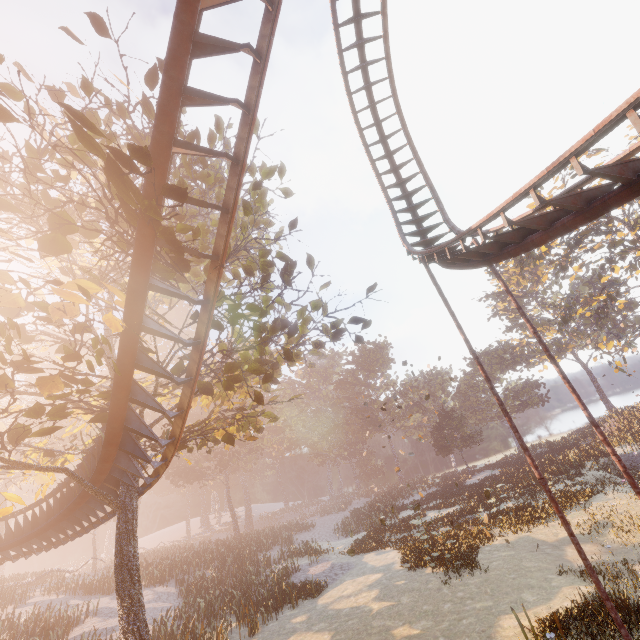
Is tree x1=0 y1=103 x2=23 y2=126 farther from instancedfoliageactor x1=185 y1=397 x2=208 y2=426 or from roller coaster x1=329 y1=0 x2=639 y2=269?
instancedfoliageactor x1=185 y1=397 x2=208 y2=426

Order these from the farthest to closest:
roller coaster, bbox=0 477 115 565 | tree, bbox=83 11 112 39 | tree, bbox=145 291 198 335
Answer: roller coaster, bbox=0 477 115 565 → tree, bbox=83 11 112 39 → tree, bbox=145 291 198 335

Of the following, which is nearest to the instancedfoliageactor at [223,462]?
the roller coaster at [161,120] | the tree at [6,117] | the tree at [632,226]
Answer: the roller coaster at [161,120]

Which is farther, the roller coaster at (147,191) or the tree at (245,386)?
the tree at (245,386)

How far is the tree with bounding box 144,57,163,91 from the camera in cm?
945

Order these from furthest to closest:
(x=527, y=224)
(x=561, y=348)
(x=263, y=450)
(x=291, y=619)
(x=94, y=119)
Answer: (x=561, y=348) → (x=263, y=450) → (x=291, y=619) → (x=94, y=119) → (x=527, y=224)

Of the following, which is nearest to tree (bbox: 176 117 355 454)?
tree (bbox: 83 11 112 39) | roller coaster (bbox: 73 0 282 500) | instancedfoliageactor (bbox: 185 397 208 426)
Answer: roller coaster (bbox: 73 0 282 500)

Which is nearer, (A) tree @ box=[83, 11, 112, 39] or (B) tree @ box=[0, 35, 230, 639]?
(B) tree @ box=[0, 35, 230, 639]
